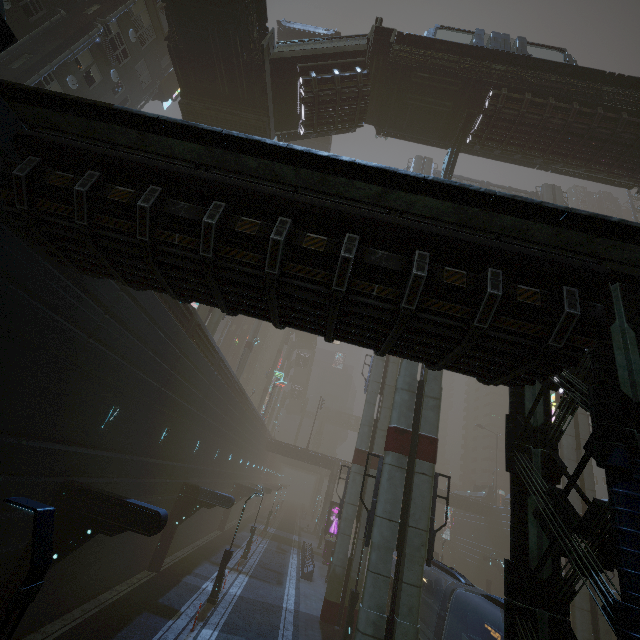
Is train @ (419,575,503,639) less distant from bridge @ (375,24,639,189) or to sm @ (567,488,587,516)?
sm @ (567,488,587,516)

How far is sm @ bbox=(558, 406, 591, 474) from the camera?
24.2 meters

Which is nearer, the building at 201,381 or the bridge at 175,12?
the building at 201,381

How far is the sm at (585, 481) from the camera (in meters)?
23.17

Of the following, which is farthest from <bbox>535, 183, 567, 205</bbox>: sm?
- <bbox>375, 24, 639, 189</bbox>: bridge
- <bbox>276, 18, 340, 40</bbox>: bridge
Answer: <bbox>276, 18, 340, 40</bbox>: bridge

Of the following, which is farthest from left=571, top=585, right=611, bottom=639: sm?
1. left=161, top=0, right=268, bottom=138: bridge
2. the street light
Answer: left=161, top=0, right=268, bottom=138: bridge

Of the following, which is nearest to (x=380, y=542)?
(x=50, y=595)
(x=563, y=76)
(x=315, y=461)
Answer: (x=50, y=595)

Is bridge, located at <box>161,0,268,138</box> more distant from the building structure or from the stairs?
the building structure
